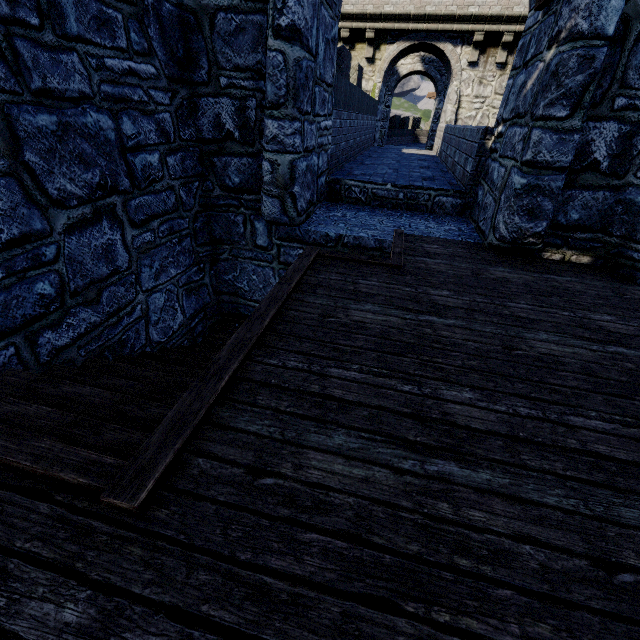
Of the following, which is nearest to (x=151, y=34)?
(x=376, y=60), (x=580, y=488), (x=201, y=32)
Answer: (x=201, y=32)
